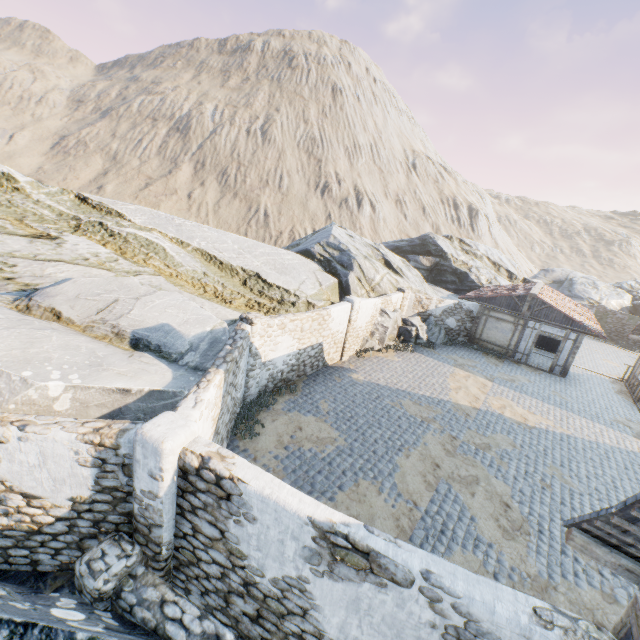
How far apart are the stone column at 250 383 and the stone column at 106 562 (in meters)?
4.96

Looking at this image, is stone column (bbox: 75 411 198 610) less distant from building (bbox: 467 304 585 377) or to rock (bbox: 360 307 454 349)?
rock (bbox: 360 307 454 349)

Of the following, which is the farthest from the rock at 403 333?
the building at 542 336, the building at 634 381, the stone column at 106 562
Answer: the building at 634 381

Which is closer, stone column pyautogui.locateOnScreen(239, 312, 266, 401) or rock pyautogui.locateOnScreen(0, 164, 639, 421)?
rock pyautogui.locateOnScreen(0, 164, 639, 421)

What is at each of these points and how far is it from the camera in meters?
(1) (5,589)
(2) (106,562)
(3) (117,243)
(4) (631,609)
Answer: (1) rock, 4.2 m
(2) stone column, 4.9 m
(3) rock, 12.6 m
(4) building, 3.5 m

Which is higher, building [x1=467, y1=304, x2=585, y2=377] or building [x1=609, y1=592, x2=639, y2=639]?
building [x1=609, y1=592, x2=639, y2=639]

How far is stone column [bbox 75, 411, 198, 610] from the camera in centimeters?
468cm

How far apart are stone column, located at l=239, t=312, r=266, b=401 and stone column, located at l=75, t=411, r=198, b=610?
5.0 meters
